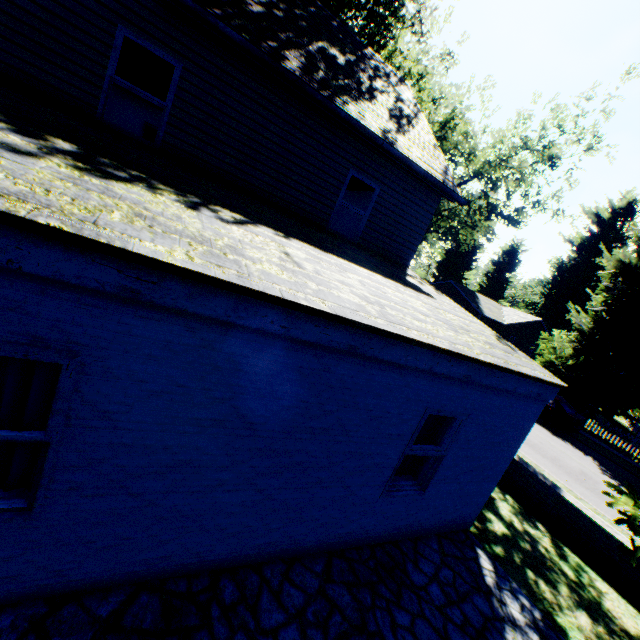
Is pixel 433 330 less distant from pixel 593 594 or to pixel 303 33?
pixel 593 594

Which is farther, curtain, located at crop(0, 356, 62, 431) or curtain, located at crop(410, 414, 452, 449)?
curtain, located at crop(410, 414, 452, 449)

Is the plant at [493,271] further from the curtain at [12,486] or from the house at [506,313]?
the curtain at [12,486]

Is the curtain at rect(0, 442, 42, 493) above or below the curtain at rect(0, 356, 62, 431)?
below

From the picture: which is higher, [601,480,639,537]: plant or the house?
the house

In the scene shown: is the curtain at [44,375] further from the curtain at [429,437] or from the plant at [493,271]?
the plant at [493,271]

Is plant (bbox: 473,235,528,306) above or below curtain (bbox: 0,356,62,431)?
above

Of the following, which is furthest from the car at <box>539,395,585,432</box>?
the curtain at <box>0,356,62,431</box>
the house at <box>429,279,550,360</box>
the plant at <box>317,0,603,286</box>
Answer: the curtain at <box>0,356,62,431</box>
